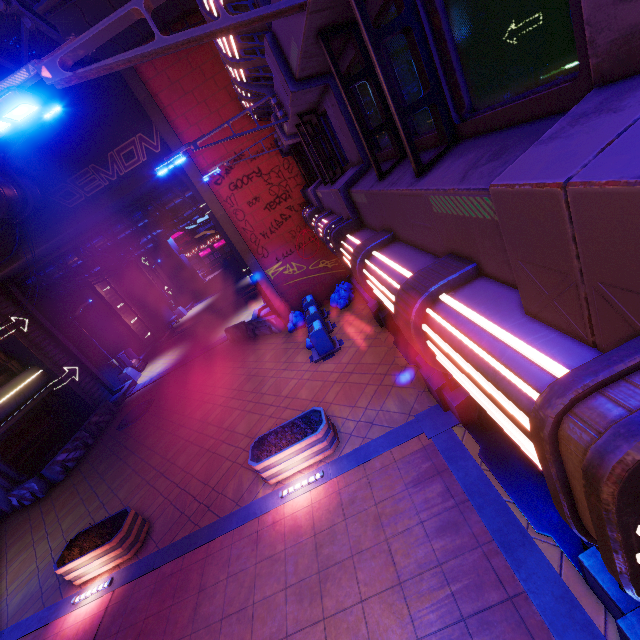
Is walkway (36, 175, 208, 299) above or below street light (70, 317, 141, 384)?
above

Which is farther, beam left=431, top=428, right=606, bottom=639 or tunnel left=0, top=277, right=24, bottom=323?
tunnel left=0, top=277, right=24, bottom=323

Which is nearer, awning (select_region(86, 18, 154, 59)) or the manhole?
awning (select_region(86, 18, 154, 59))

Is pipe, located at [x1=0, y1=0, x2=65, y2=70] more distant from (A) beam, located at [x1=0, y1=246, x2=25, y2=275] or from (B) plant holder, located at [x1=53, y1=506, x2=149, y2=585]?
(B) plant holder, located at [x1=53, y1=506, x2=149, y2=585]

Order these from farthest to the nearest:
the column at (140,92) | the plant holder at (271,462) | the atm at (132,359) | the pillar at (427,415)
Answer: the atm at (132,359) → the column at (140,92) → the plant holder at (271,462) → the pillar at (427,415)

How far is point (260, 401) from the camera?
11.9 meters

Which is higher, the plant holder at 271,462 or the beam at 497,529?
the plant holder at 271,462

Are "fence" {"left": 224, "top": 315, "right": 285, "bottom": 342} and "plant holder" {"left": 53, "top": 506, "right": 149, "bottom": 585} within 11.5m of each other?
yes
